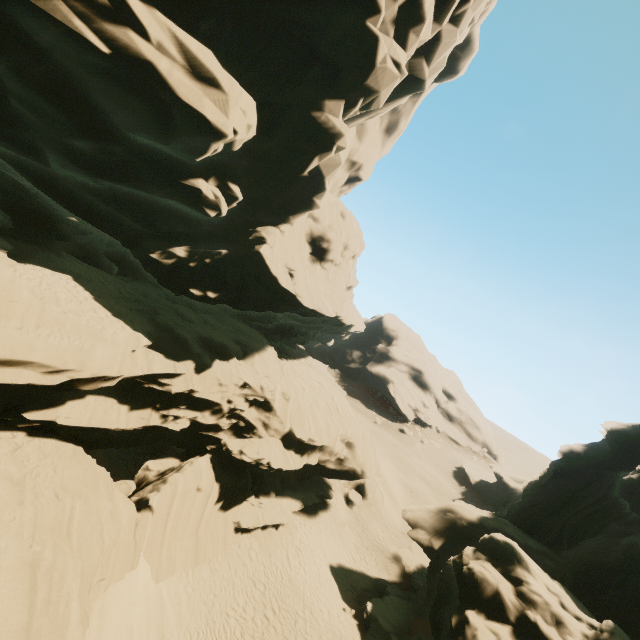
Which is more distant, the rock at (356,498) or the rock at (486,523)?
the rock at (356,498)

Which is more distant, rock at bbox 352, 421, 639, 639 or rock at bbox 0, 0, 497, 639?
rock at bbox 352, 421, 639, 639

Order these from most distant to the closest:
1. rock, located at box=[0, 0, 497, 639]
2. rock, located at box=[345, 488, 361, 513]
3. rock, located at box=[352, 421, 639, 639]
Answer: rock, located at box=[345, 488, 361, 513], rock, located at box=[352, 421, 639, 639], rock, located at box=[0, 0, 497, 639]

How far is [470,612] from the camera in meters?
11.8

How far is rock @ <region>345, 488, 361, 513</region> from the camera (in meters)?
28.86

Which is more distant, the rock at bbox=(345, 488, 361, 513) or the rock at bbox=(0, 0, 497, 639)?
the rock at bbox=(345, 488, 361, 513)

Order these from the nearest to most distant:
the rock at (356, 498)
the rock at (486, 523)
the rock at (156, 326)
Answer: the rock at (156, 326), the rock at (486, 523), the rock at (356, 498)
